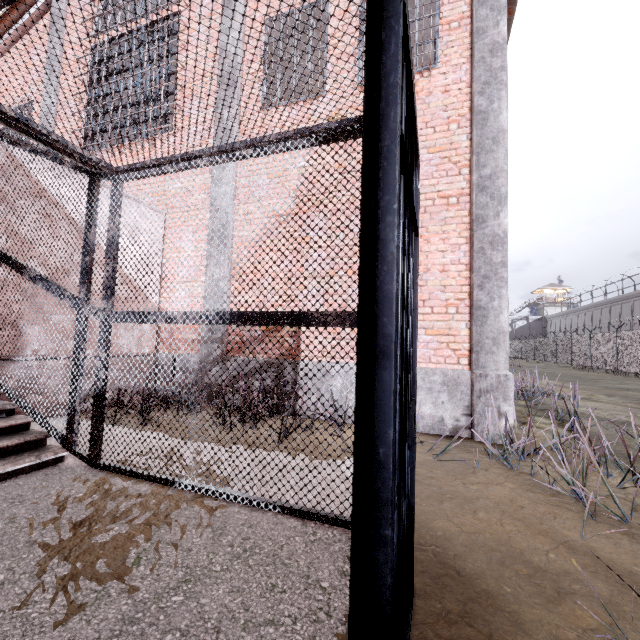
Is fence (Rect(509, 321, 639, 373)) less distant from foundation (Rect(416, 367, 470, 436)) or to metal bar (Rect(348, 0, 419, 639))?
foundation (Rect(416, 367, 470, 436))

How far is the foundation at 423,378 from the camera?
4.8m

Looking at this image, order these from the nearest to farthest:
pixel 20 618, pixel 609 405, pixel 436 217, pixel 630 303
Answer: pixel 20 618
pixel 436 217
pixel 609 405
pixel 630 303

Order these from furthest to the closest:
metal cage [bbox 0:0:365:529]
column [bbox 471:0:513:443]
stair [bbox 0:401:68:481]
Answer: column [bbox 471:0:513:443], stair [bbox 0:401:68:481], metal cage [bbox 0:0:365:529]

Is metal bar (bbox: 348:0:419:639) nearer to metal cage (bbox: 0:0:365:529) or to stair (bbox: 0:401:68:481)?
metal cage (bbox: 0:0:365:529)

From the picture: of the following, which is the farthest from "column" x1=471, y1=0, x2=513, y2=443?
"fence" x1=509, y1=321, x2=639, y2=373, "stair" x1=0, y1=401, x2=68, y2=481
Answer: "fence" x1=509, y1=321, x2=639, y2=373

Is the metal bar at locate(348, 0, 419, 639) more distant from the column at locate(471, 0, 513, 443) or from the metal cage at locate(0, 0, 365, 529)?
the column at locate(471, 0, 513, 443)

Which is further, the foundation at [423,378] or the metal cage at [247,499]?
the foundation at [423,378]
